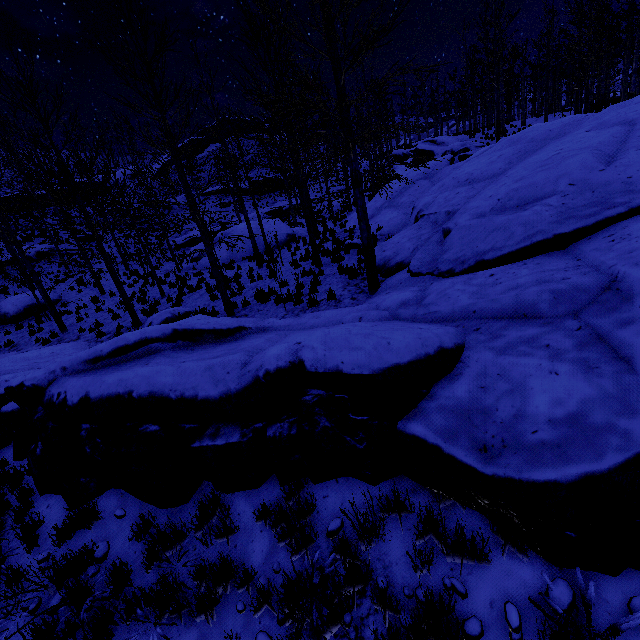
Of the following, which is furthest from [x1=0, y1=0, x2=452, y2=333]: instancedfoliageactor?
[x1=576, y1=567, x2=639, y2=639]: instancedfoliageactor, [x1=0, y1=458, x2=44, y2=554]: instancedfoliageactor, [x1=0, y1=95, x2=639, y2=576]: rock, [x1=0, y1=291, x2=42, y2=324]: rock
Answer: [x1=0, y1=291, x2=42, y2=324]: rock

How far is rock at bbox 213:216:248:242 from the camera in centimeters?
2292cm

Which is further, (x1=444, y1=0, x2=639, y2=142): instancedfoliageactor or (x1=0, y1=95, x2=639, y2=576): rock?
(x1=444, y1=0, x2=639, y2=142): instancedfoliageactor

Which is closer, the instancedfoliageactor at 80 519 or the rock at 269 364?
the rock at 269 364

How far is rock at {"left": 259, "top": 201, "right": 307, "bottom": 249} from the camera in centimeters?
2236cm

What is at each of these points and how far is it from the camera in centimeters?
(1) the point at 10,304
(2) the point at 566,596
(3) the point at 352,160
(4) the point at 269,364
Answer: (1) rock, 1767cm
(2) instancedfoliageactor, 242cm
(3) instancedfoliageactor, 701cm
(4) rock, 396cm

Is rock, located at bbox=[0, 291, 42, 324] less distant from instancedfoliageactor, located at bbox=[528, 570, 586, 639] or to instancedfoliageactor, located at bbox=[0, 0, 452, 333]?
instancedfoliageactor, located at bbox=[528, 570, 586, 639]

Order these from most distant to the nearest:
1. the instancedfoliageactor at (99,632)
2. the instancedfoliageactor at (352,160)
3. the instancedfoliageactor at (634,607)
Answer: the instancedfoliageactor at (352,160) → the instancedfoliageactor at (99,632) → the instancedfoliageactor at (634,607)
